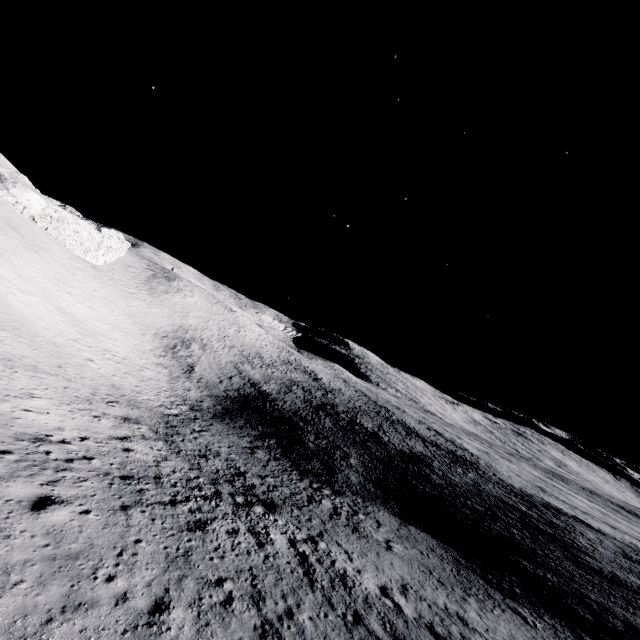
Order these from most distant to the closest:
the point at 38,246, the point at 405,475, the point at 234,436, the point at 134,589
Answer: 1. the point at 38,246
2. the point at 405,475
3. the point at 234,436
4. the point at 134,589
